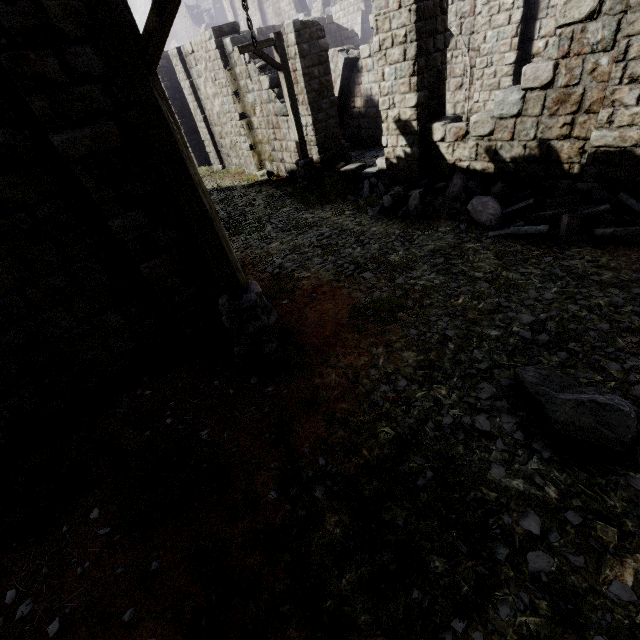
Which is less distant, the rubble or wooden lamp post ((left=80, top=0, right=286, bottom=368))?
wooden lamp post ((left=80, top=0, right=286, bottom=368))

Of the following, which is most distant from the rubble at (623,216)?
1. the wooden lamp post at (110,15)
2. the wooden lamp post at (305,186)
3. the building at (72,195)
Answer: the wooden lamp post at (110,15)

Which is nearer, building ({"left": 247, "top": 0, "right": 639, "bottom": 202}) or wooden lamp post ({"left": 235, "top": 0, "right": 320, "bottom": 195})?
building ({"left": 247, "top": 0, "right": 639, "bottom": 202})

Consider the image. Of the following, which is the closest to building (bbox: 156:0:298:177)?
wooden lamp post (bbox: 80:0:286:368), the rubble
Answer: the rubble

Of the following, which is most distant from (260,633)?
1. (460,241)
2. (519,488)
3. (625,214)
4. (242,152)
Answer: (242,152)

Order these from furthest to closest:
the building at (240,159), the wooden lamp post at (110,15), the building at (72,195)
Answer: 1. the building at (240,159)
2. the building at (72,195)
3. the wooden lamp post at (110,15)

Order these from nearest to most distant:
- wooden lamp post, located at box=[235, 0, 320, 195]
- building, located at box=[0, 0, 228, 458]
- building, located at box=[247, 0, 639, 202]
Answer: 1. building, located at box=[0, 0, 228, 458]
2. building, located at box=[247, 0, 639, 202]
3. wooden lamp post, located at box=[235, 0, 320, 195]
